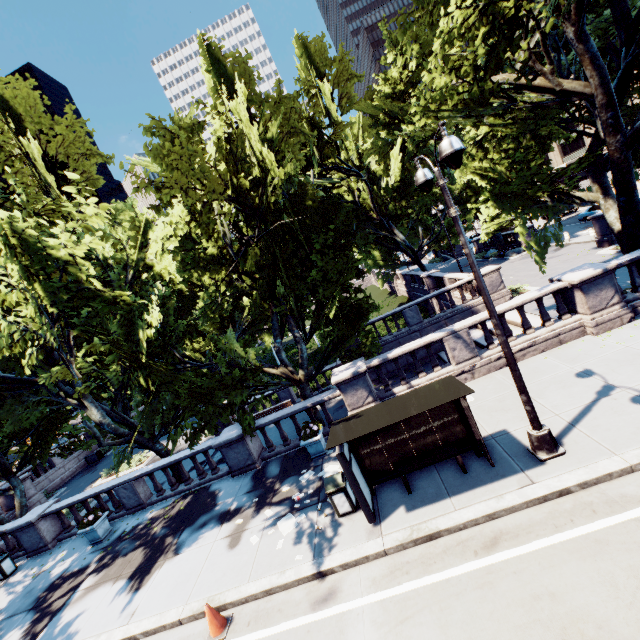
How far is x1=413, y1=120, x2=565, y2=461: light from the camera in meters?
5.7 m

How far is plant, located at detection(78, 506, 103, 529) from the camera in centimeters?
1266cm

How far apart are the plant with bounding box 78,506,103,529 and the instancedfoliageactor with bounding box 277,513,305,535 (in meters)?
8.72

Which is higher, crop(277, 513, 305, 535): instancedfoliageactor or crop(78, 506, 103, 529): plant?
crop(78, 506, 103, 529): plant

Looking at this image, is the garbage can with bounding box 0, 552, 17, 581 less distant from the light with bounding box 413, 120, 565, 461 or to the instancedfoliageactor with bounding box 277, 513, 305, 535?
the instancedfoliageactor with bounding box 277, 513, 305, 535

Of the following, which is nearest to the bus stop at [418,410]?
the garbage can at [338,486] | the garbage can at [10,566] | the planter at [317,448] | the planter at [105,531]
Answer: the garbage can at [338,486]

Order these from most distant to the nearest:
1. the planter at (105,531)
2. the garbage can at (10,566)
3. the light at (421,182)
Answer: the garbage can at (10,566)
the planter at (105,531)
the light at (421,182)

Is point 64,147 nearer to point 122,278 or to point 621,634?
point 122,278
